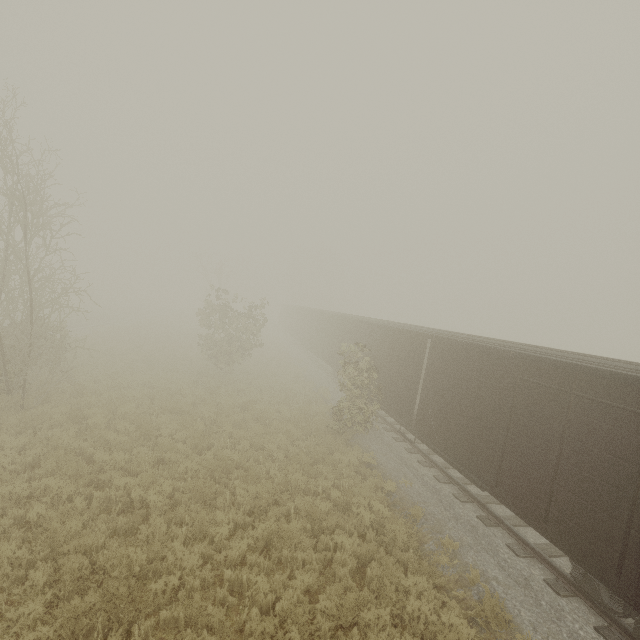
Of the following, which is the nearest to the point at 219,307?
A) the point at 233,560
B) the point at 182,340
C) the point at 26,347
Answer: the point at 26,347
